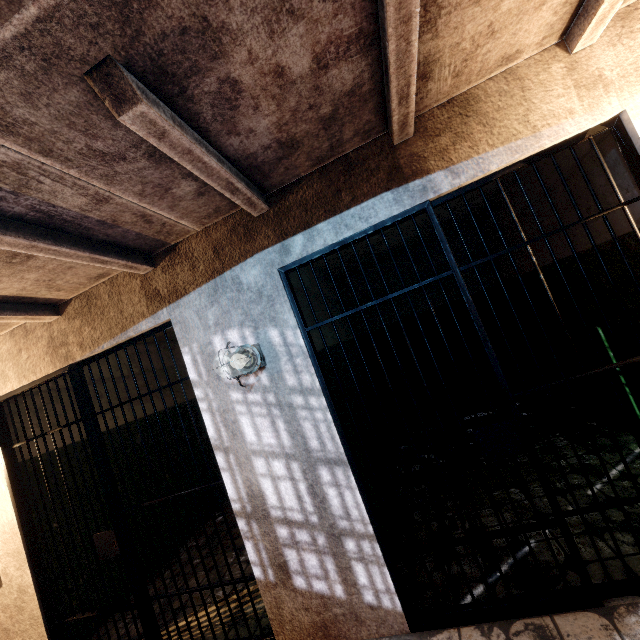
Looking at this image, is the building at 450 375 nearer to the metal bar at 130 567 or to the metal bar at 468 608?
the metal bar at 468 608

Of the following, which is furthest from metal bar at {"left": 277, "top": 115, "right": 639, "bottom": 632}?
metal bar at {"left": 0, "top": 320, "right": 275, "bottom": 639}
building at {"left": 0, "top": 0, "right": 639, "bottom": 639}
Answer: metal bar at {"left": 0, "top": 320, "right": 275, "bottom": 639}

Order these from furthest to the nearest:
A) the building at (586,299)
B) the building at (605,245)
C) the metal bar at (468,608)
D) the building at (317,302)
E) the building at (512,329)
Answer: the building at (512,329), the building at (317,302), the building at (586,299), the building at (605,245), the metal bar at (468,608)

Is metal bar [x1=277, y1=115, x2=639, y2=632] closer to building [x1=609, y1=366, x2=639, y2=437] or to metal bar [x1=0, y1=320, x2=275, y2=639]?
building [x1=609, y1=366, x2=639, y2=437]

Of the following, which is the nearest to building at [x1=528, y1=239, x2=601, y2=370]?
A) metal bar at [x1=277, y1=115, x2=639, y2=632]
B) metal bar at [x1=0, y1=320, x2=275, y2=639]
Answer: metal bar at [x1=277, y1=115, x2=639, y2=632]

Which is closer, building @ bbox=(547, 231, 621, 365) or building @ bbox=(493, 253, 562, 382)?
building @ bbox=(547, 231, 621, 365)

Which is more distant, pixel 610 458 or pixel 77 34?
pixel 610 458
